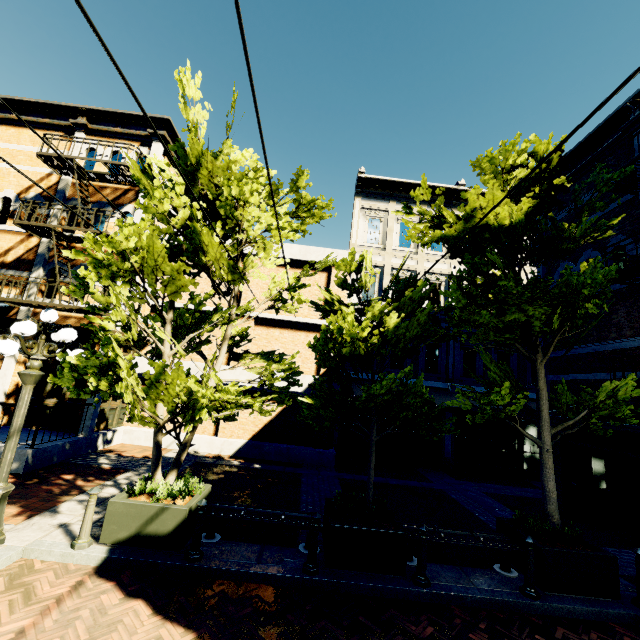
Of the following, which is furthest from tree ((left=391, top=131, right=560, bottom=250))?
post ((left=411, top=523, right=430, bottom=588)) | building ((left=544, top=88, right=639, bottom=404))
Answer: post ((left=411, top=523, right=430, bottom=588))

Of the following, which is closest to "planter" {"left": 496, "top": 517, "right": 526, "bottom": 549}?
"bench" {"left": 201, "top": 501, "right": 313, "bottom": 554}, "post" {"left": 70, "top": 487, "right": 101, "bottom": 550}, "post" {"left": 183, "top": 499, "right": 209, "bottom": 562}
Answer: "bench" {"left": 201, "top": 501, "right": 313, "bottom": 554}

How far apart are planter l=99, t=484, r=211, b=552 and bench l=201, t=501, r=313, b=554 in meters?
0.1 m

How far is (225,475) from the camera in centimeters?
973cm

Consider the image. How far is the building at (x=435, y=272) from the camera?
15.5 meters

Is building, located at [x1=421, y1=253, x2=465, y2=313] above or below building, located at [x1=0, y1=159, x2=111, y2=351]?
above

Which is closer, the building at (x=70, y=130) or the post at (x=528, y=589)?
the post at (x=528, y=589)

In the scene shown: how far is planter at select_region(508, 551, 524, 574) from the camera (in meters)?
5.76
